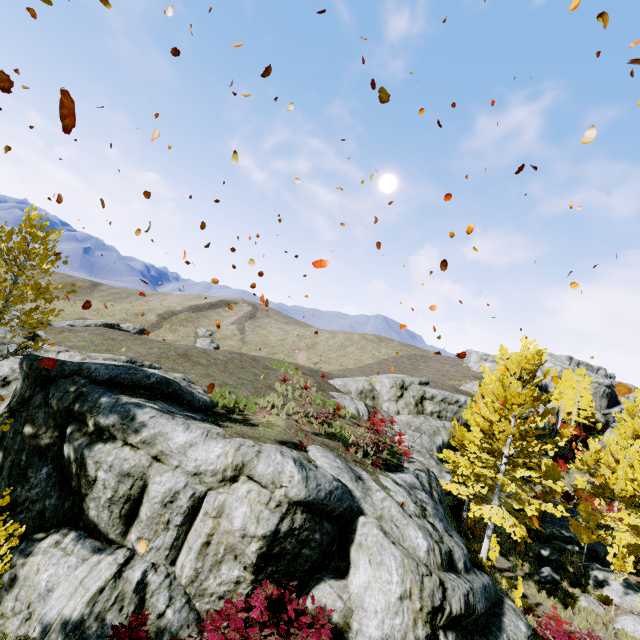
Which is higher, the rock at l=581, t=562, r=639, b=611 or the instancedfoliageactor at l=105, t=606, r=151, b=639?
the rock at l=581, t=562, r=639, b=611

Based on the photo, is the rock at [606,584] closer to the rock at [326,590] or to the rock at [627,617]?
the rock at [627,617]

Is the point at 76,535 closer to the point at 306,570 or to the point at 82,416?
the point at 82,416

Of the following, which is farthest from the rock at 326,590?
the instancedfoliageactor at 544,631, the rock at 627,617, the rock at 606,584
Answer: the rock at 606,584

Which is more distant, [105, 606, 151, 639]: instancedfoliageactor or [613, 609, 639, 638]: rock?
[613, 609, 639, 638]: rock

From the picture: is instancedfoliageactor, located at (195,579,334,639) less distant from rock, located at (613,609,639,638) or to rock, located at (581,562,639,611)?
rock, located at (613,609,639,638)

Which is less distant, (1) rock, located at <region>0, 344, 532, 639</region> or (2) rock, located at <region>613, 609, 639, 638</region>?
(1) rock, located at <region>0, 344, 532, 639</region>

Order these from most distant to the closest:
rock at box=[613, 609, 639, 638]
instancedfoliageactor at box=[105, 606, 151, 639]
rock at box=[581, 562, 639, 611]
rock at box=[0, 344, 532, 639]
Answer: rock at box=[581, 562, 639, 611] < rock at box=[613, 609, 639, 638] < rock at box=[0, 344, 532, 639] < instancedfoliageactor at box=[105, 606, 151, 639]
